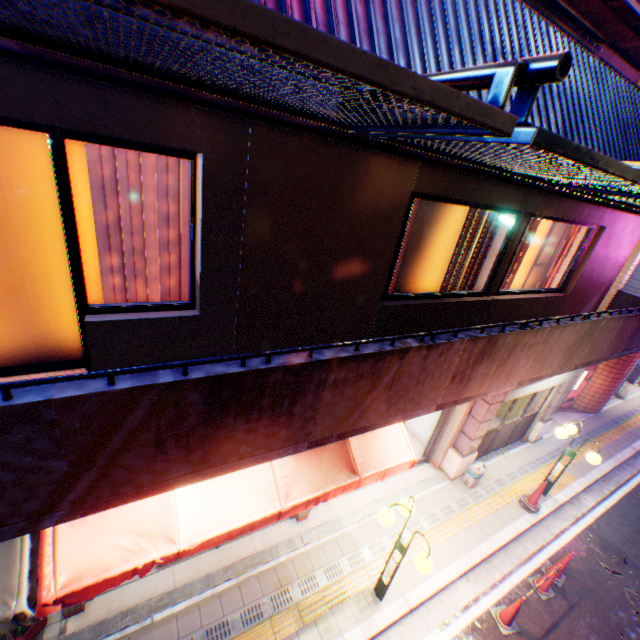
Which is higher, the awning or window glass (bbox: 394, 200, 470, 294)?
window glass (bbox: 394, 200, 470, 294)

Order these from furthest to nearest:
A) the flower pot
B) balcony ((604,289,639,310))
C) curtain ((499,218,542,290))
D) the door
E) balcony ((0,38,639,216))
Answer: the door < balcony ((604,289,639,310)) < curtain ((499,218,542,290)) < the flower pot < balcony ((0,38,639,216))

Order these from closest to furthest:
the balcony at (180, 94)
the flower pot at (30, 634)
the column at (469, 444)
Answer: the balcony at (180, 94) → the flower pot at (30, 634) → the column at (469, 444)

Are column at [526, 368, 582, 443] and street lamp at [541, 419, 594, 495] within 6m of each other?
yes

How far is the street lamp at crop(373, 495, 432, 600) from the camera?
4.9 meters

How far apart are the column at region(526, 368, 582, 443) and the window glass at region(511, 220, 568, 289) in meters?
2.6 m

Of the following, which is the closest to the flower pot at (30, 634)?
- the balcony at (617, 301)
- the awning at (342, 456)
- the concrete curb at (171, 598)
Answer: the concrete curb at (171, 598)

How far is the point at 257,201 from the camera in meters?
3.3 m
